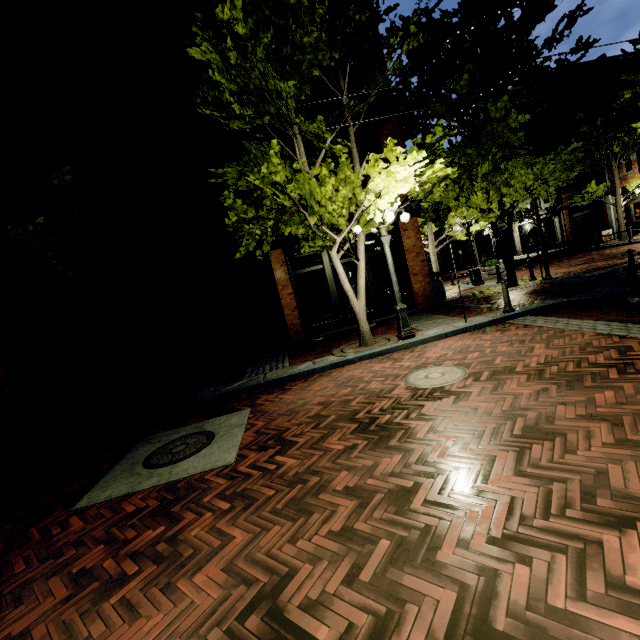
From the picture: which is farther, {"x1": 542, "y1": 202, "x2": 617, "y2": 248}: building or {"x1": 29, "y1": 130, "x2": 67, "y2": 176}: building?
{"x1": 542, "y1": 202, "x2": 617, "y2": 248}: building

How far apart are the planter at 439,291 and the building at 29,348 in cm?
1591

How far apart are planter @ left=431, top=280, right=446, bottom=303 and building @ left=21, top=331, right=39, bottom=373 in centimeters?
1591cm

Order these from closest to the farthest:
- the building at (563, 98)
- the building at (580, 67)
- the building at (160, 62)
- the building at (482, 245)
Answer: the building at (160, 62), the building at (580, 67), the building at (563, 98), the building at (482, 245)

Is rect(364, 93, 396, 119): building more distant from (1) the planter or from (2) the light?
(2) the light

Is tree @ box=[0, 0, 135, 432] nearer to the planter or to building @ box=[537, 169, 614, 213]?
building @ box=[537, 169, 614, 213]

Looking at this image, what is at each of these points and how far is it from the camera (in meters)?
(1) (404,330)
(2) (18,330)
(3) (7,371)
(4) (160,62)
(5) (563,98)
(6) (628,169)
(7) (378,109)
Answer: (1) light, 8.03
(2) building, 12.55
(3) building, 10.96
(4) building, 11.08
(5) building, 26.53
(6) building, 21.94
(7) building, 11.76

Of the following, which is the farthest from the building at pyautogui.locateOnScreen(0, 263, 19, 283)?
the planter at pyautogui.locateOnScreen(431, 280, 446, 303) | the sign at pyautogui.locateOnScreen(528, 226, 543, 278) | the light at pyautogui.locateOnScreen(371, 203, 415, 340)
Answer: the sign at pyautogui.locateOnScreen(528, 226, 543, 278)
